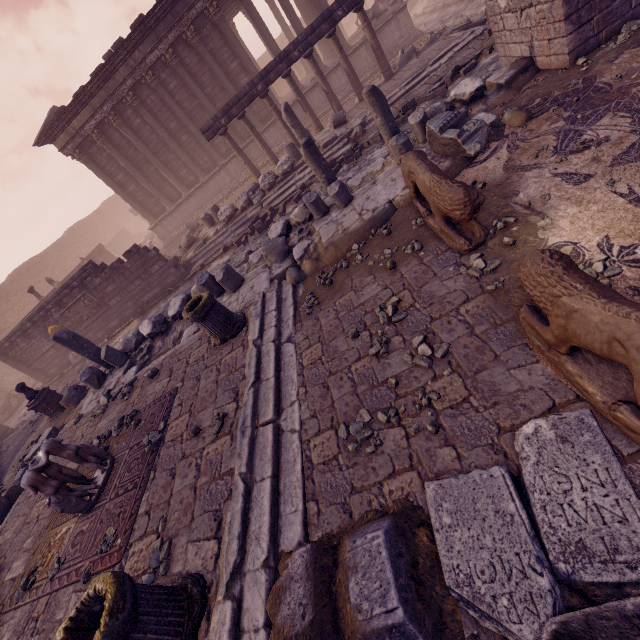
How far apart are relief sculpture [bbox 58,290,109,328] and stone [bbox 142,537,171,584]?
12.6m

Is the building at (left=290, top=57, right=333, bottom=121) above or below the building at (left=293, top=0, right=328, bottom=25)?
below

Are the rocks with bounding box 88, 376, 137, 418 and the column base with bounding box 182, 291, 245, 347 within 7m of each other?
yes

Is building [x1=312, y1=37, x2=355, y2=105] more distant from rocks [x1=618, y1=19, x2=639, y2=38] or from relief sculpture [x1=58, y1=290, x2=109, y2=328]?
rocks [x1=618, y1=19, x2=639, y2=38]

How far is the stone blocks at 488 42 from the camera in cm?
900

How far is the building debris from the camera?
5.96m

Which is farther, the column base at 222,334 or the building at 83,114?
the building at 83,114

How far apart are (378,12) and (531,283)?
18.9 meters
